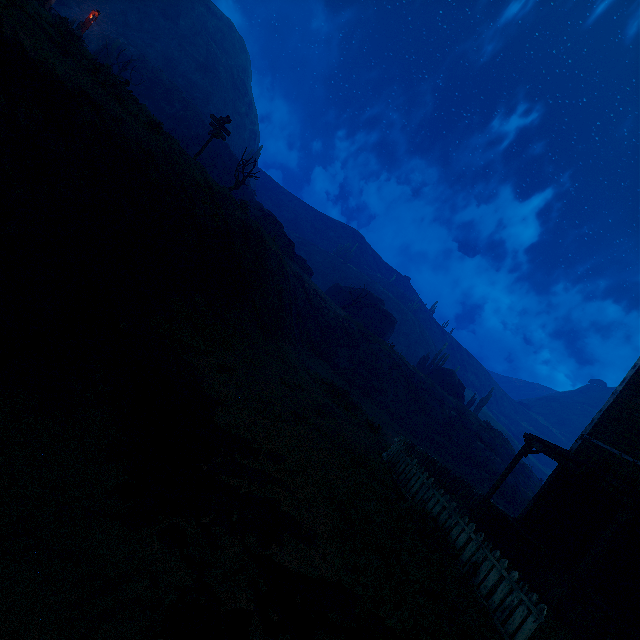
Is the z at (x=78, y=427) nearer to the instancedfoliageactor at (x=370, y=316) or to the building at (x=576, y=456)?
the building at (x=576, y=456)

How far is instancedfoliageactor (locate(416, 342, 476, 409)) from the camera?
37.12m

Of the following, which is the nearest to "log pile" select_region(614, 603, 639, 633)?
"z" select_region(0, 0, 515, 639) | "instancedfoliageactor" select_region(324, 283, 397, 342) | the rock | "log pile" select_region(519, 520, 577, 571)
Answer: "log pile" select_region(519, 520, 577, 571)

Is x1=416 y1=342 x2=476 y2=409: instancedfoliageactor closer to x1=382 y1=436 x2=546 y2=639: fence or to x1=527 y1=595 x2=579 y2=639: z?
x1=527 y1=595 x2=579 y2=639: z

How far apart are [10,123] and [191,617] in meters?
9.4

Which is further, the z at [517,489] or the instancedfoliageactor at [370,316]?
the instancedfoliageactor at [370,316]

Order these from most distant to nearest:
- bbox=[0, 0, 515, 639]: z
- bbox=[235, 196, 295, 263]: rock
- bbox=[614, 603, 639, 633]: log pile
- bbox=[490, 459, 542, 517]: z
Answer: bbox=[490, 459, 542, 517]: z, bbox=[235, 196, 295, 263]: rock, bbox=[614, 603, 639, 633]: log pile, bbox=[0, 0, 515, 639]: z

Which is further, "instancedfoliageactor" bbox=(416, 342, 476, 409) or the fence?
"instancedfoliageactor" bbox=(416, 342, 476, 409)
